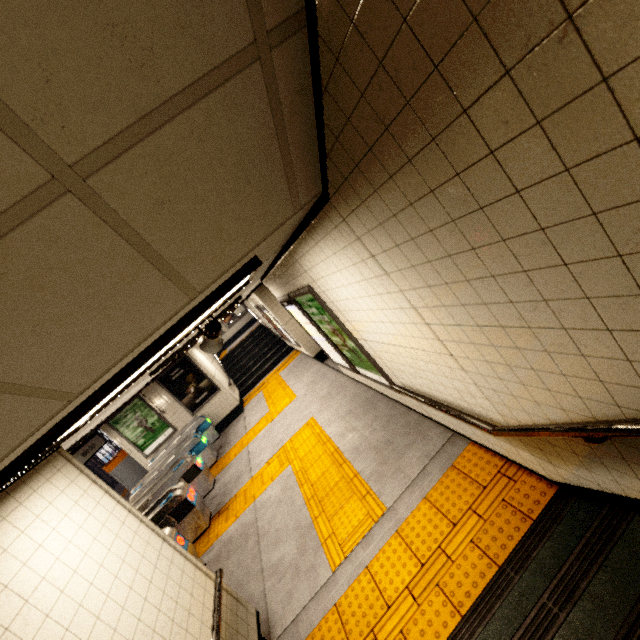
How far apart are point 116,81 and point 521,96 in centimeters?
105cm

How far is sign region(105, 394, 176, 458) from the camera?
10.5 meters

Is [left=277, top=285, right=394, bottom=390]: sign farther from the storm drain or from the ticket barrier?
the ticket barrier

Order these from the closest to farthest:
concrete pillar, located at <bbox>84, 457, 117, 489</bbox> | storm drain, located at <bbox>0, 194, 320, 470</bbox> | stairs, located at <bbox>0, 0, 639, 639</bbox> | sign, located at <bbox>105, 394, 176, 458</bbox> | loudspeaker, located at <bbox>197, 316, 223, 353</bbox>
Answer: stairs, located at <bbox>0, 0, 639, 639</bbox> → storm drain, located at <bbox>0, 194, 320, 470</bbox> → loudspeaker, located at <bbox>197, 316, 223, 353</bbox> → sign, located at <bbox>105, 394, 176, 458</bbox> → concrete pillar, located at <bbox>84, 457, 117, 489</bbox>

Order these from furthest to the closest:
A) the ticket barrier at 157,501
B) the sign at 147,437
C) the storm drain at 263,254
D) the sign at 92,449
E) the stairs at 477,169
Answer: the sign at 147,437 < the sign at 92,449 < the ticket barrier at 157,501 < the storm drain at 263,254 < the stairs at 477,169

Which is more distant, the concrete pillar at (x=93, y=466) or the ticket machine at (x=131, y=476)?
the concrete pillar at (x=93, y=466)

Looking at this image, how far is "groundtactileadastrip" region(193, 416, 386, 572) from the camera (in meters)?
3.80

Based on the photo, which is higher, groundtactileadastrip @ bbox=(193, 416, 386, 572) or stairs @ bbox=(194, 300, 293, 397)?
stairs @ bbox=(194, 300, 293, 397)
